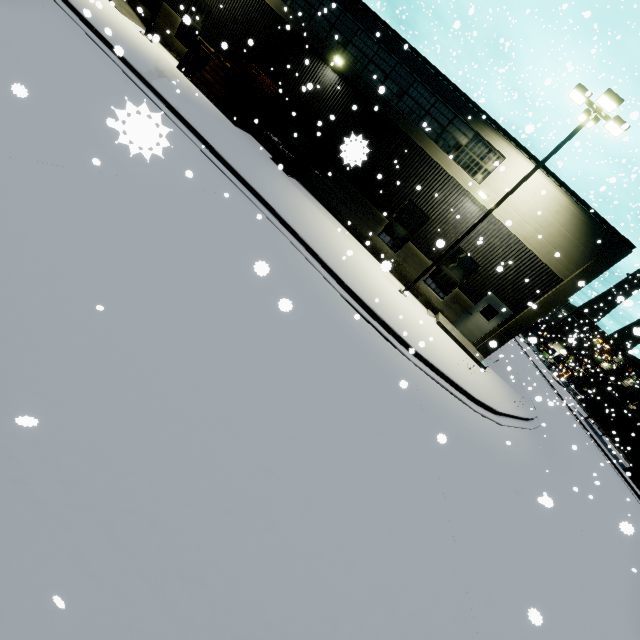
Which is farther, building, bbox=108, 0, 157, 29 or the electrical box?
building, bbox=108, 0, 157, 29

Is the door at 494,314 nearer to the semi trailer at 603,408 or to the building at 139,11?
the building at 139,11

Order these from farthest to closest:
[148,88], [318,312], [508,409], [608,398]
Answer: [608,398] → [508,409] → [148,88] → [318,312]

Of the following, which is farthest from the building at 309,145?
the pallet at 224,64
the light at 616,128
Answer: the light at 616,128

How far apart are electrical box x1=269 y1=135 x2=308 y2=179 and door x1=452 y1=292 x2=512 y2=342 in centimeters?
1181cm

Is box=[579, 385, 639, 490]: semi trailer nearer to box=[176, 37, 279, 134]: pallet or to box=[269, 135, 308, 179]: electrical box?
box=[176, 37, 279, 134]: pallet

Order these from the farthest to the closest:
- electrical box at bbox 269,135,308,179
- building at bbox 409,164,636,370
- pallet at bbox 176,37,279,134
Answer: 1. electrical box at bbox 269,135,308,179
2. pallet at bbox 176,37,279,134
3. building at bbox 409,164,636,370

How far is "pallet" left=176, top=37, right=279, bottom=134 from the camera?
16.1 meters
